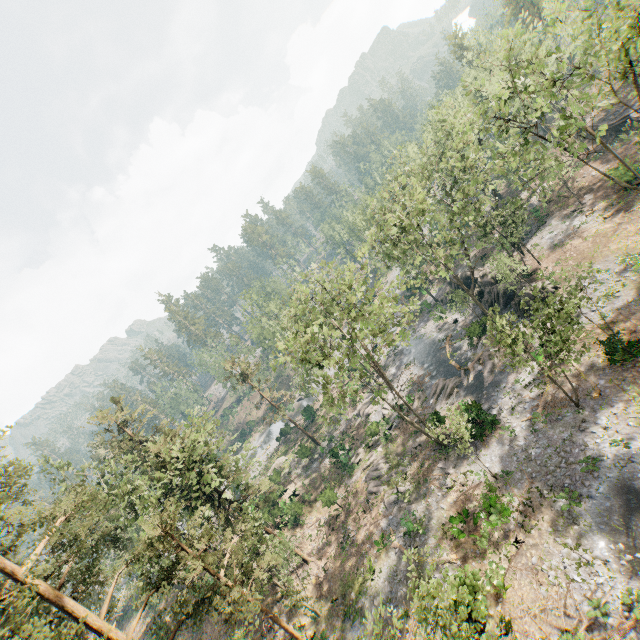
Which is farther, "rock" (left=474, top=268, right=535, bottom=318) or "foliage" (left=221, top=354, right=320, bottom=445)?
"foliage" (left=221, top=354, right=320, bottom=445)

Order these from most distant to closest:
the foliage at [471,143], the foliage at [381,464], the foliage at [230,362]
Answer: the foliage at [230,362] → the foliage at [381,464] → the foliage at [471,143]

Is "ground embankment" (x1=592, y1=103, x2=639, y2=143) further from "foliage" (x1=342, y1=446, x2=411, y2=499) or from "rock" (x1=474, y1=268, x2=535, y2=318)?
"rock" (x1=474, y1=268, x2=535, y2=318)

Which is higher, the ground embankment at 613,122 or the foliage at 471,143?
the foliage at 471,143

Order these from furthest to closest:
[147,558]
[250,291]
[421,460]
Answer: [250,291] → [421,460] → [147,558]
